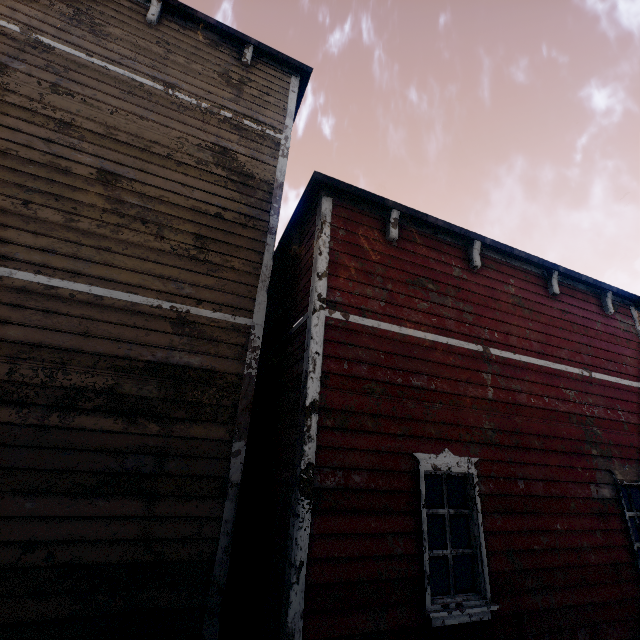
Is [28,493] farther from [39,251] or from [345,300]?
[345,300]
